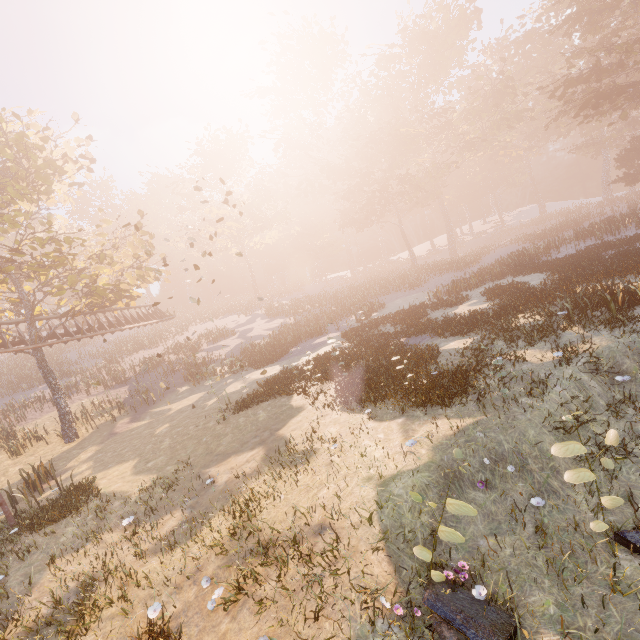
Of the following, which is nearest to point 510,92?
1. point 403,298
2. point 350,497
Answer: point 403,298

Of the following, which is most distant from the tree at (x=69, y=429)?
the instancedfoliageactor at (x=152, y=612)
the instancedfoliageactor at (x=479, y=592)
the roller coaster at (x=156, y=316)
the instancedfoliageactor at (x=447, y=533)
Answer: the instancedfoliageactor at (x=479, y=592)

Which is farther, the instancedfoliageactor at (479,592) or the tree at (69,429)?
the tree at (69,429)

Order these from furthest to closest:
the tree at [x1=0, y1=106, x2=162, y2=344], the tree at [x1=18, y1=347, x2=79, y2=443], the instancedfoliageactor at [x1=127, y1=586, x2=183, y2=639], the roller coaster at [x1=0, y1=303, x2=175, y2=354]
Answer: the tree at [x1=18, y1=347, x2=79, y2=443], the roller coaster at [x1=0, y1=303, x2=175, y2=354], the tree at [x1=0, y1=106, x2=162, y2=344], the instancedfoliageactor at [x1=127, y1=586, x2=183, y2=639]

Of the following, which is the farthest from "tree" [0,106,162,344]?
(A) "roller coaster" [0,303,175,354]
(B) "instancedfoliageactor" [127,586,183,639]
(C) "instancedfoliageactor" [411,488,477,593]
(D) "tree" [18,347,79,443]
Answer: (C) "instancedfoliageactor" [411,488,477,593]

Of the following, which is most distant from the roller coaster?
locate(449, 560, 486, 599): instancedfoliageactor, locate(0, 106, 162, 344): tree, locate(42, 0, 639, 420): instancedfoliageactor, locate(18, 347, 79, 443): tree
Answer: locate(449, 560, 486, 599): instancedfoliageactor

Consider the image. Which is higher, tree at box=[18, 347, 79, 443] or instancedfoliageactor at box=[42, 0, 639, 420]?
instancedfoliageactor at box=[42, 0, 639, 420]

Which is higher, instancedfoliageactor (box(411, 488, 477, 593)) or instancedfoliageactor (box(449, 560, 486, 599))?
instancedfoliageactor (box(411, 488, 477, 593))
